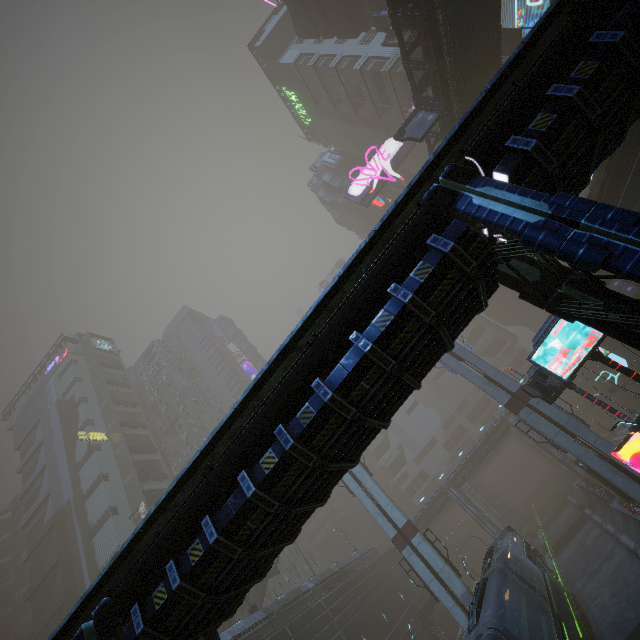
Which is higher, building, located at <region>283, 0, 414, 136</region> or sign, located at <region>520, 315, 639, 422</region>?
building, located at <region>283, 0, 414, 136</region>

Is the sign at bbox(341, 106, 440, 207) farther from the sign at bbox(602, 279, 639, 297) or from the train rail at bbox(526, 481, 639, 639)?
the train rail at bbox(526, 481, 639, 639)

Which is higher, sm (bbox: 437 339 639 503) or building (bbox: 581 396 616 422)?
sm (bbox: 437 339 639 503)

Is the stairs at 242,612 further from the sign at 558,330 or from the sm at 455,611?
the sign at 558,330

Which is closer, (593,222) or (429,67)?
(593,222)

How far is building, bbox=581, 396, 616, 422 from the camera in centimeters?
4716cm

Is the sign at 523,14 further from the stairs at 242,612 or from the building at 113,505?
the stairs at 242,612

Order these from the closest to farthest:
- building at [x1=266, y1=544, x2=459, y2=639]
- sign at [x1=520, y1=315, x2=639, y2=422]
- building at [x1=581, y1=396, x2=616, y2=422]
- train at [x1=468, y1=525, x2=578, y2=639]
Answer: sign at [x1=520, y1=315, x2=639, y2=422] → train at [x1=468, y1=525, x2=578, y2=639] → building at [x1=266, y1=544, x2=459, y2=639] → building at [x1=581, y1=396, x2=616, y2=422]
